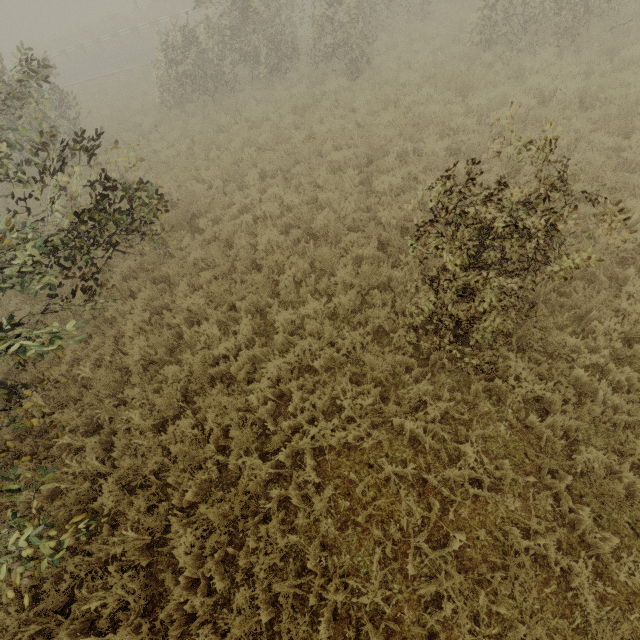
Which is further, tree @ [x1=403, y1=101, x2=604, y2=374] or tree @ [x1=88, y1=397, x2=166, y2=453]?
tree @ [x1=88, y1=397, x2=166, y2=453]

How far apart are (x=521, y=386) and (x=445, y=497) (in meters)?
1.98

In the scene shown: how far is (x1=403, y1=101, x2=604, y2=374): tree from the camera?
2.8m

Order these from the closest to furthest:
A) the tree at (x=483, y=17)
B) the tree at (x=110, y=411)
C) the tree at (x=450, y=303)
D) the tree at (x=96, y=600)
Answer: the tree at (x=450, y=303) < the tree at (x=96, y=600) < the tree at (x=110, y=411) < the tree at (x=483, y=17)

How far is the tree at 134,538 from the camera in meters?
4.2 m

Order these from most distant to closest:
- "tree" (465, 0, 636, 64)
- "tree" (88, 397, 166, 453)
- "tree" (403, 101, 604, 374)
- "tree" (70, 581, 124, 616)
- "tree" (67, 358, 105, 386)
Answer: "tree" (465, 0, 636, 64) < "tree" (67, 358, 105, 386) < "tree" (88, 397, 166, 453) < "tree" (70, 581, 124, 616) < "tree" (403, 101, 604, 374)

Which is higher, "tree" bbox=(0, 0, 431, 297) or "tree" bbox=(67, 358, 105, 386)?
"tree" bbox=(0, 0, 431, 297)
